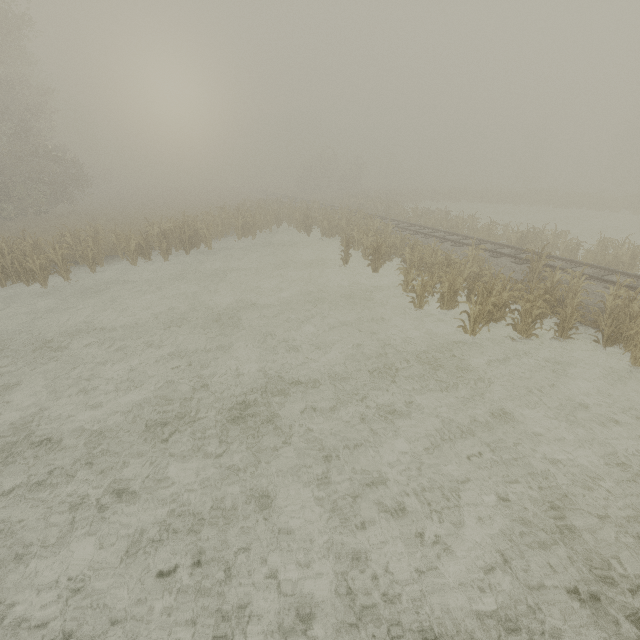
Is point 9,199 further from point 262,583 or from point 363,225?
point 262,583

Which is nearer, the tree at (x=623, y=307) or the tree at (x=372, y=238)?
the tree at (x=623, y=307)

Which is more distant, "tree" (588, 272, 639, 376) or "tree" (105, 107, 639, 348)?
"tree" (105, 107, 639, 348)
